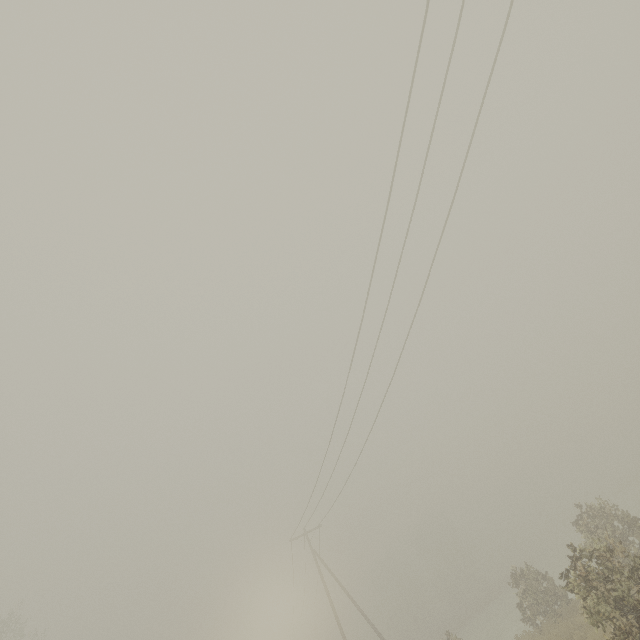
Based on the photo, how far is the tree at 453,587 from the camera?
53.7 meters

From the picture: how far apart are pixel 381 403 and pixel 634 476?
62.1 meters

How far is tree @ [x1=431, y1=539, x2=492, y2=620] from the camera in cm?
5365
